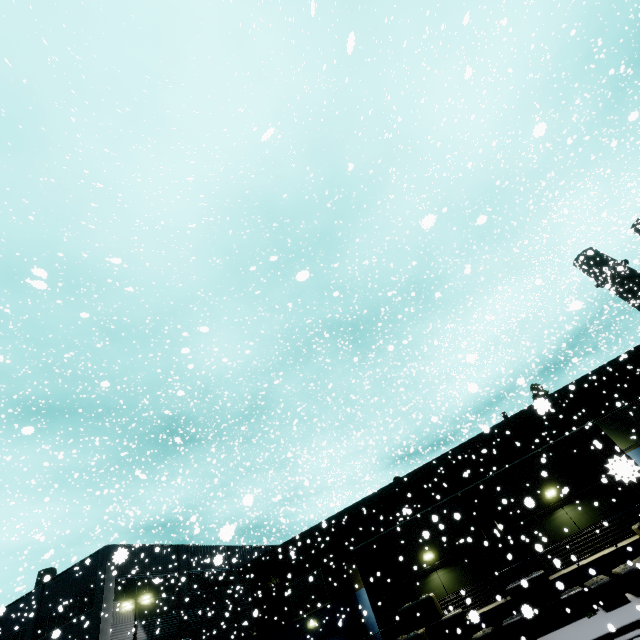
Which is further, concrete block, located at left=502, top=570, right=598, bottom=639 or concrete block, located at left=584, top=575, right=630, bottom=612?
concrete block, located at left=502, top=570, right=598, bottom=639

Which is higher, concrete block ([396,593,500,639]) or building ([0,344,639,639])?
building ([0,344,639,639])

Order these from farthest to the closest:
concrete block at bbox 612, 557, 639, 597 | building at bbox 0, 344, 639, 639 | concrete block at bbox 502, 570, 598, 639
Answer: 1. building at bbox 0, 344, 639, 639
2. concrete block at bbox 502, 570, 598, 639
3. concrete block at bbox 612, 557, 639, 597

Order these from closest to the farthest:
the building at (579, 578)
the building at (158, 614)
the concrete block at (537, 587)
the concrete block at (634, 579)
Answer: the concrete block at (634, 579) < the concrete block at (537, 587) < the building at (579, 578) < the building at (158, 614)

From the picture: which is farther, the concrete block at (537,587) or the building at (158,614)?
the building at (158,614)

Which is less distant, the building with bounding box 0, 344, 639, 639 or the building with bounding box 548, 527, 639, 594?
the building with bounding box 548, 527, 639, 594

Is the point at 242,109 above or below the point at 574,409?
above

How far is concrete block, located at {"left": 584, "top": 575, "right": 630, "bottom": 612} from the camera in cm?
1288
